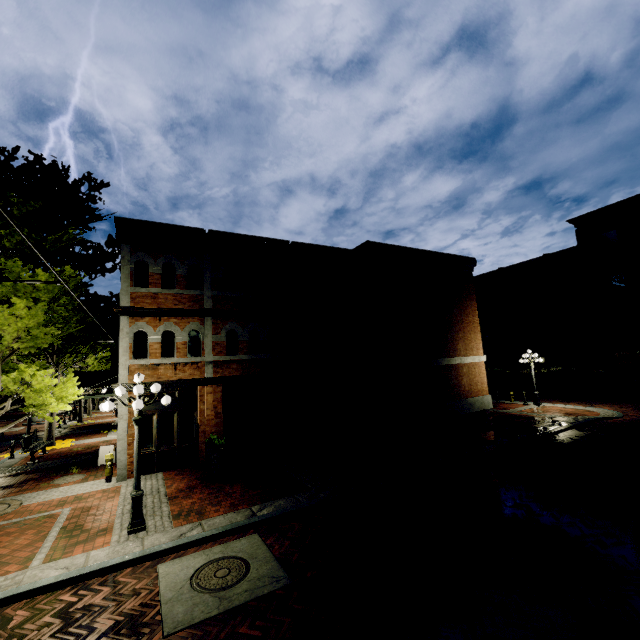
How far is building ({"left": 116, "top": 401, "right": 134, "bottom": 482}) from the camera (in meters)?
11.29

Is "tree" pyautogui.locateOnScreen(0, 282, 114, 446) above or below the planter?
above

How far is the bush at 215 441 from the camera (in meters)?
11.67

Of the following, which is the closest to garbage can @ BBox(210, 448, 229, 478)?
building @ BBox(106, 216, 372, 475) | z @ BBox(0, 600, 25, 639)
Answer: building @ BBox(106, 216, 372, 475)

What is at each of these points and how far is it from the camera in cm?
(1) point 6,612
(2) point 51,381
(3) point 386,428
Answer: A:
(1) z, 538
(2) tree, 935
(3) garbage can, 1445

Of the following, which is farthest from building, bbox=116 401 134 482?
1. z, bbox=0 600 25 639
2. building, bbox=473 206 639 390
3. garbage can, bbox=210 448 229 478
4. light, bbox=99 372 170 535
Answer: light, bbox=99 372 170 535

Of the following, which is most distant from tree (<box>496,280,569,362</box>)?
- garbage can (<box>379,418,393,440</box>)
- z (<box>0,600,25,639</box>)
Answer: garbage can (<box>379,418,393,440</box>)

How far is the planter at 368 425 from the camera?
15.01m
